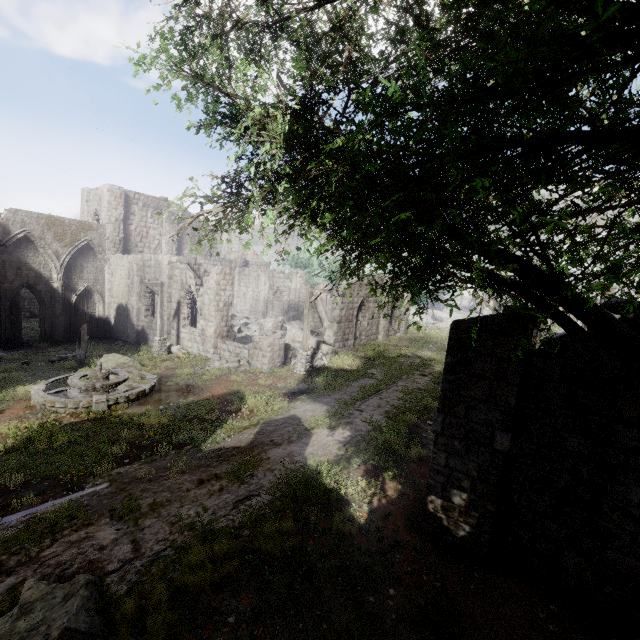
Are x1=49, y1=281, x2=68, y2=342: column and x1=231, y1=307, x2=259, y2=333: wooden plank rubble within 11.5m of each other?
no

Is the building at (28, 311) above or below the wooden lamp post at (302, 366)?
below

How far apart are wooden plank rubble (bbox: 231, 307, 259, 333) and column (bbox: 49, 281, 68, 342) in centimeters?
1287cm

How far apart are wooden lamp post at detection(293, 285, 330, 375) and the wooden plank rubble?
11.7 meters

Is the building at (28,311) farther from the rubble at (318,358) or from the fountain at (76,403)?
the fountain at (76,403)

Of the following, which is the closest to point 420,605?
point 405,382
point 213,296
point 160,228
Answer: point 405,382

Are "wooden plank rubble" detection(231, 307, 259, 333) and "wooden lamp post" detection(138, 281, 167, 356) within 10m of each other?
yes

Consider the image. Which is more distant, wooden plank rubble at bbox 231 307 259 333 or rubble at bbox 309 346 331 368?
wooden plank rubble at bbox 231 307 259 333
